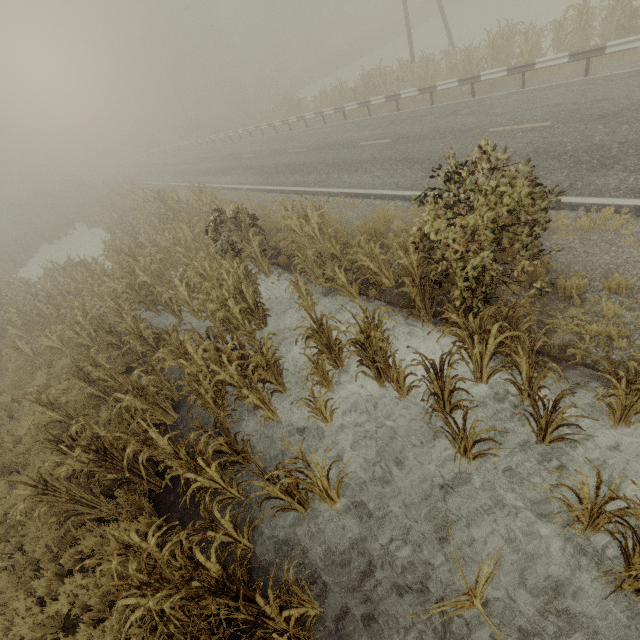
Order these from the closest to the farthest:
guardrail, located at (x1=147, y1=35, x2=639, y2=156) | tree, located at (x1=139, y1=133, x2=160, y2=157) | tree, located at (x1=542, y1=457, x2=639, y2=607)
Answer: tree, located at (x1=542, y1=457, x2=639, y2=607)
guardrail, located at (x1=147, y1=35, x2=639, y2=156)
tree, located at (x1=139, y1=133, x2=160, y2=157)

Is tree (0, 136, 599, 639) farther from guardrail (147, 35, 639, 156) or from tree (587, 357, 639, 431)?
guardrail (147, 35, 639, 156)

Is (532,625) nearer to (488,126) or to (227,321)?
(227,321)

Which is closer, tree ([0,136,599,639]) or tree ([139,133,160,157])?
tree ([0,136,599,639])

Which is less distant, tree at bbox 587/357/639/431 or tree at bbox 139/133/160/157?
tree at bbox 587/357/639/431

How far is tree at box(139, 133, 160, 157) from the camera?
52.1m

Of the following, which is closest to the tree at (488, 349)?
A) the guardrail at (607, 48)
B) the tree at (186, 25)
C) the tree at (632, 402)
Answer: the tree at (632, 402)
